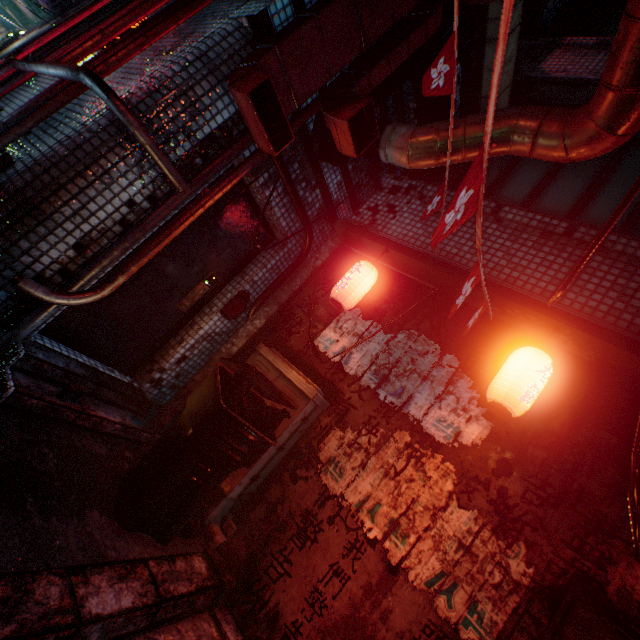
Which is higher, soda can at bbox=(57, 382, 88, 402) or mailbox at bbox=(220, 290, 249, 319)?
mailbox at bbox=(220, 290, 249, 319)

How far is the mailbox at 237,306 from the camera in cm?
336

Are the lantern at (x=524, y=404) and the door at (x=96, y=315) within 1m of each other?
no

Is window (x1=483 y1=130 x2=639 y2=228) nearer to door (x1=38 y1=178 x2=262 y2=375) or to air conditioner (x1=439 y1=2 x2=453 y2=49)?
air conditioner (x1=439 y1=2 x2=453 y2=49)

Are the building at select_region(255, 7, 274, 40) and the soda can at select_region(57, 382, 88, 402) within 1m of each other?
no

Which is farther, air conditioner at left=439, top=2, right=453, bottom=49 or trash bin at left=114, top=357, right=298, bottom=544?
air conditioner at left=439, top=2, right=453, bottom=49

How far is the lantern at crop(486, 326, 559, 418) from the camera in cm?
204

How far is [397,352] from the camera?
2.76m
